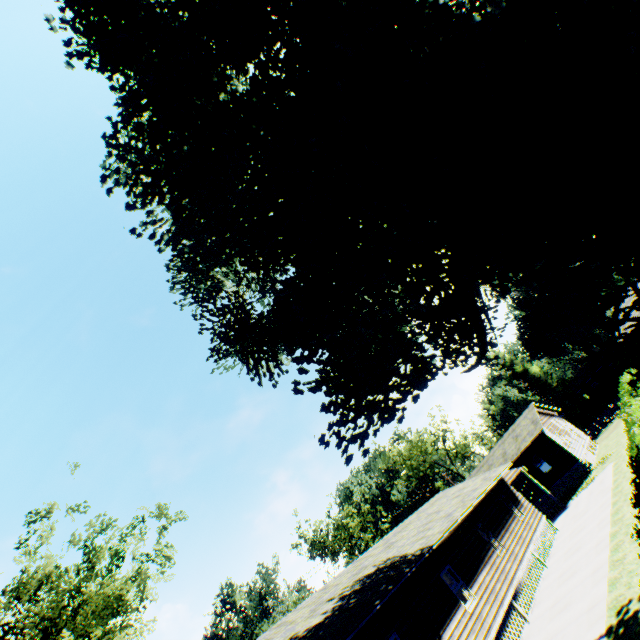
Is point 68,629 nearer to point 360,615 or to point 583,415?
point 360,615

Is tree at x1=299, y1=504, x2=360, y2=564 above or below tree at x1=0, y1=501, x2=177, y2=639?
above

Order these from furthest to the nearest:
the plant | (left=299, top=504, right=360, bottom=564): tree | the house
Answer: (left=299, top=504, right=360, bottom=564): tree, the house, the plant

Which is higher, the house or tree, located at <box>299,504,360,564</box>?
tree, located at <box>299,504,360,564</box>

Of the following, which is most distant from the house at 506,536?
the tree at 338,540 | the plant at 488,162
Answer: the tree at 338,540

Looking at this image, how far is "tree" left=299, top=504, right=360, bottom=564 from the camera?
54.28m

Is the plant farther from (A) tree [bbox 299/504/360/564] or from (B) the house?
(A) tree [bbox 299/504/360/564]

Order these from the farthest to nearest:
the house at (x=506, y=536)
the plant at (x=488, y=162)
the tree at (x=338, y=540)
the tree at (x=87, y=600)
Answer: the tree at (x=338, y=540), the tree at (x=87, y=600), the house at (x=506, y=536), the plant at (x=488, y=162)
